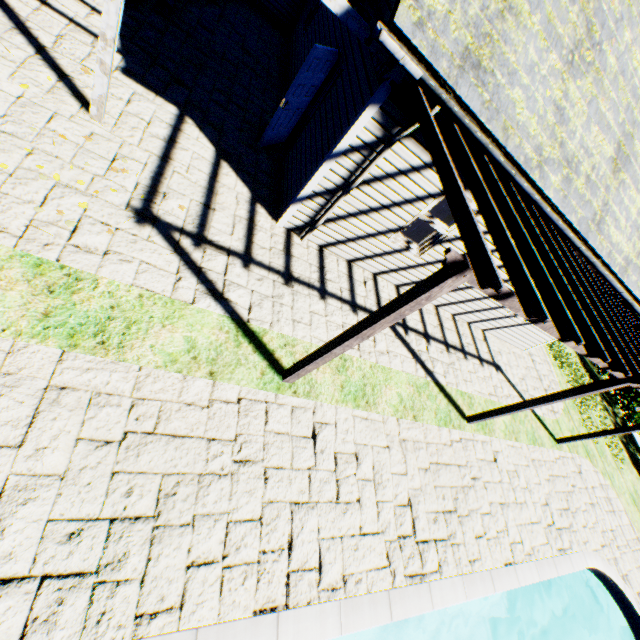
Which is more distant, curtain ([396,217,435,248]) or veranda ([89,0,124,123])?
curtain ([396,217,435,248])

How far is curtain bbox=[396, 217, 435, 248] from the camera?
6.88m

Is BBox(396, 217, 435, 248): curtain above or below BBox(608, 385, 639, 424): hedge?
above

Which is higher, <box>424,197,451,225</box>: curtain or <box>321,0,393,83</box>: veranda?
<box>321,0,393,83</box>: veranda

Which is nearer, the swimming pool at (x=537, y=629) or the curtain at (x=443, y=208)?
the swimming pool at (x=537, y=629)

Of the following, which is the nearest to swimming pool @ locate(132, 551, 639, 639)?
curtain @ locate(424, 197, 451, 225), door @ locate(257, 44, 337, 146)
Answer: curtain @ locate(424, 197, 451, 225)

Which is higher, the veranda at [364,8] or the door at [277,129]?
the veranda at [364,8]

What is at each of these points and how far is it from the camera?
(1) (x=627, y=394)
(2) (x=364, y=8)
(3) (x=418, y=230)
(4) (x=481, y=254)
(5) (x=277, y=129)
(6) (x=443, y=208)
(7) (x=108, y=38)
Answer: (1) hedge, 15.2 meters
(2) veranda, 4.5 meters
(3) curtain, 7.0 meters
(4) veranda, 2.7 meters
(5) door, 7.1 meters
(6) curtain, 6.5 meters
(7) veranda, 4.0 meters
